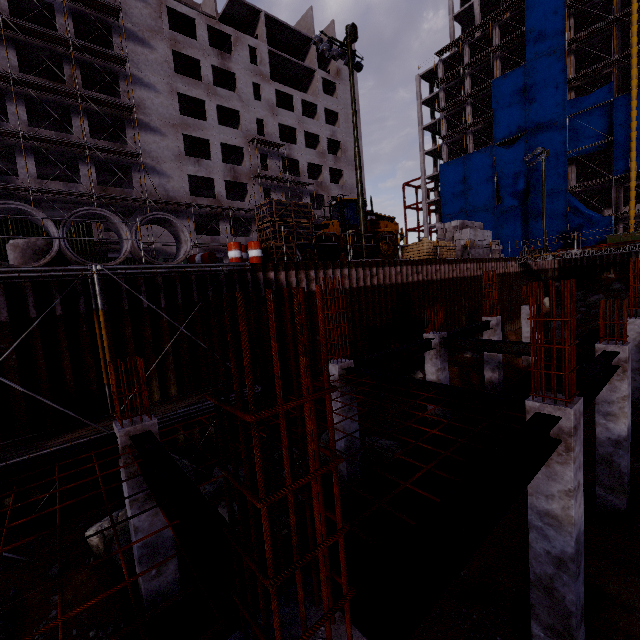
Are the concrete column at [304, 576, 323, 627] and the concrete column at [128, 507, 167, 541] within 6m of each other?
yes

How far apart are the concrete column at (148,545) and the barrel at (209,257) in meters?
6.8

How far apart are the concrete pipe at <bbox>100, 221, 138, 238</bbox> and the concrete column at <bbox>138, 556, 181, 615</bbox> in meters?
5.4 m

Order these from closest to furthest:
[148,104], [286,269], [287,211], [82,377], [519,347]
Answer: [82,377]
[519,347]
[286,269]
[287,211]
[148,104]

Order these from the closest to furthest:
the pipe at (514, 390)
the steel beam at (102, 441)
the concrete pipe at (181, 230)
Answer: the steel beam at (102, 441)
the concrete pipe at (181, 230)
the pipe at (514, 390)

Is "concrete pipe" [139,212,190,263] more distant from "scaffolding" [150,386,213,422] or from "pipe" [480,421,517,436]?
"pipe" [480,421,517,436]

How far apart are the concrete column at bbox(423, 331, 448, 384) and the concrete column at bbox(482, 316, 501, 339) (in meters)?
4.36

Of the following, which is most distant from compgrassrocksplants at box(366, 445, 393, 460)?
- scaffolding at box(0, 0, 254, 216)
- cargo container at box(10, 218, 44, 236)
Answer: cargo container at box(10, 218, 44, 236)
